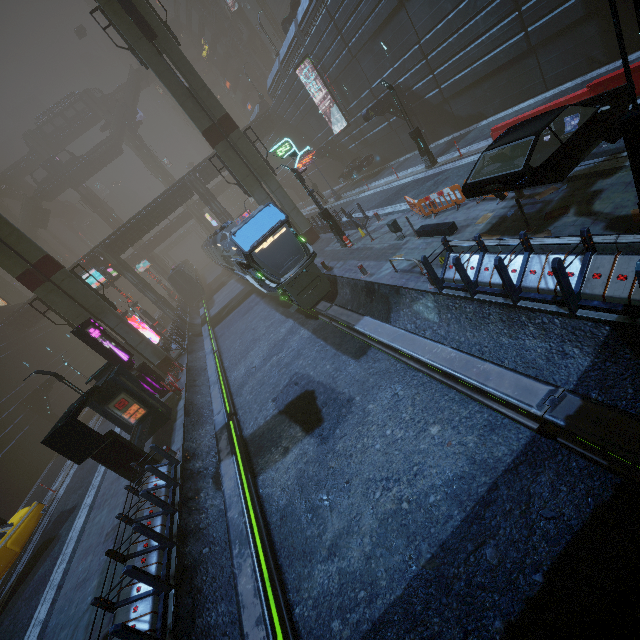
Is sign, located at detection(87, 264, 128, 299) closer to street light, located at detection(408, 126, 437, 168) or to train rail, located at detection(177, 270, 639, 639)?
train rail, located at detection(177, 270, 639, 639)

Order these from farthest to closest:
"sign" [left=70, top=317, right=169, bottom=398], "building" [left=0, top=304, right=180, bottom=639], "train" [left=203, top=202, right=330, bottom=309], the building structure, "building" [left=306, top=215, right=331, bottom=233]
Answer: "building" [left=306, top=215, right=331, bottom=233]
the building structure
"sign" [left=70, top=317, right=169, bottom=398]
"train" [left=203, top=202, right=330, bottom=309]
"building" [left=0, top=304, right=180, bottom=639]

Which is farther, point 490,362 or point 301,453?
point 301,453

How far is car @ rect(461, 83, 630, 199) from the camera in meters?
7.4

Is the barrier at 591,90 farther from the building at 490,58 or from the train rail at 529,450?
the train rail at 529,450

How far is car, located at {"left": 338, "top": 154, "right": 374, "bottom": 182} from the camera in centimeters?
3031cm

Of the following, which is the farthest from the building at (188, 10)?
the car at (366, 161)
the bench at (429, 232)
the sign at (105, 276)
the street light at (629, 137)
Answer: the bench at (429, 232)

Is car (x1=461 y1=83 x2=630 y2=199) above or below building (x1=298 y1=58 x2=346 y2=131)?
below
